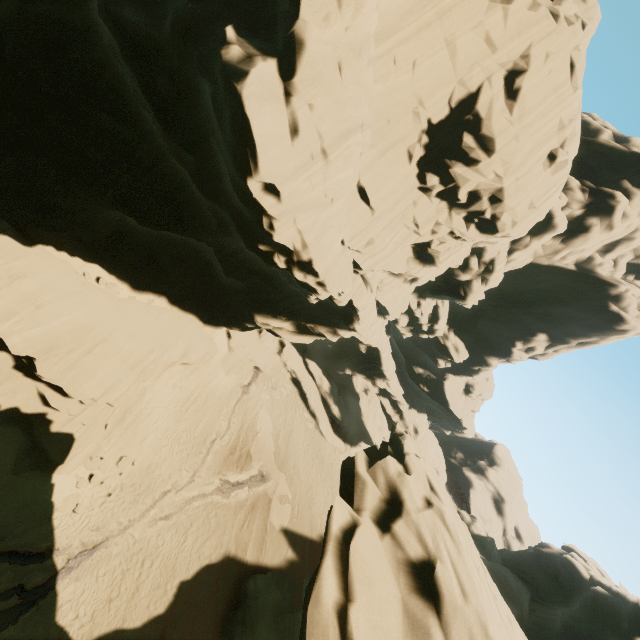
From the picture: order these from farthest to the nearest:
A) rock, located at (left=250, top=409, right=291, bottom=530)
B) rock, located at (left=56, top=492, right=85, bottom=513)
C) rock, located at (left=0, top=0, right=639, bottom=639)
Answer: rock, located at (left=250, top=409, right=291, bottom=530) < rock, located at (left=56, top=492, right=85, bottom=513) < rock, located at (left=0, top=0, right=639, bottom=639)

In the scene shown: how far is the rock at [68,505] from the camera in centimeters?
1622cm

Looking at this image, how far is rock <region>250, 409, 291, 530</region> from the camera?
A: 26.0 meters

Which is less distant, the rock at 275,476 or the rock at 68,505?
the rock at 68,505

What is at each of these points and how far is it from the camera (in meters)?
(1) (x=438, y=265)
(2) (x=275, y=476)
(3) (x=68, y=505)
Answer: (1) rock, 21.86
(2) rock, 28.06
(3) rock, 16.53

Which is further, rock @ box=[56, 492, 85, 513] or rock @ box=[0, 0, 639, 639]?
rock @ box=[56, 492, 85, 513]

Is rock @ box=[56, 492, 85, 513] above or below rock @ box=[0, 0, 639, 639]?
below
